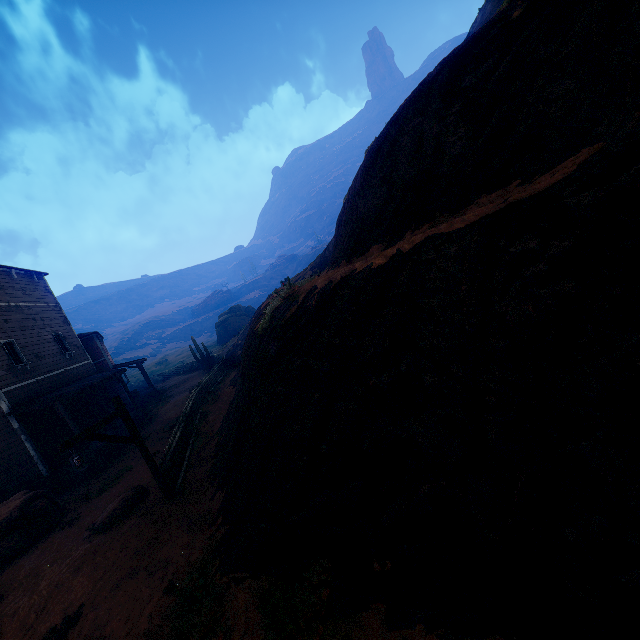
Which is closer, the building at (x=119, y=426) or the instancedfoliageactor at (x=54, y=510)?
the instancedfoliageactor at (x=54, y=510)

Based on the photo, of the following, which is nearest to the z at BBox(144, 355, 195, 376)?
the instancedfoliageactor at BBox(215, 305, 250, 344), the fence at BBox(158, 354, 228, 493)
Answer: the fence at BBox(158, 354, 228, 493)

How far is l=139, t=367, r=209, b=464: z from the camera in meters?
14.7 m

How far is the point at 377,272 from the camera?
4.80m

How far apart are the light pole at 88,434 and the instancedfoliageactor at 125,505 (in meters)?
1.53

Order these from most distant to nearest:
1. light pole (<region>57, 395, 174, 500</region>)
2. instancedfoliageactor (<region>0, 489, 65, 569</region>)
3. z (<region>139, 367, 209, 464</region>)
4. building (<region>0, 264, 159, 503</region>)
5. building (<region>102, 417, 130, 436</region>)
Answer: building (<region>102, 417, 130, 436</region>) < z (<region>139, 367, 209, 464</region>) < building (<region>0, 264, 159, 503</region>) < instancedfoliageactor (<region>0, 489, 65, 569</region>) < light pole (<region>57, 395, 174, 500</region>)

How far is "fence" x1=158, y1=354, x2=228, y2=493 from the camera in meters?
8.9 m

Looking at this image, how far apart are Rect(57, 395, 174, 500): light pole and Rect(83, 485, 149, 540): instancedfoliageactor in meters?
1.5 m
